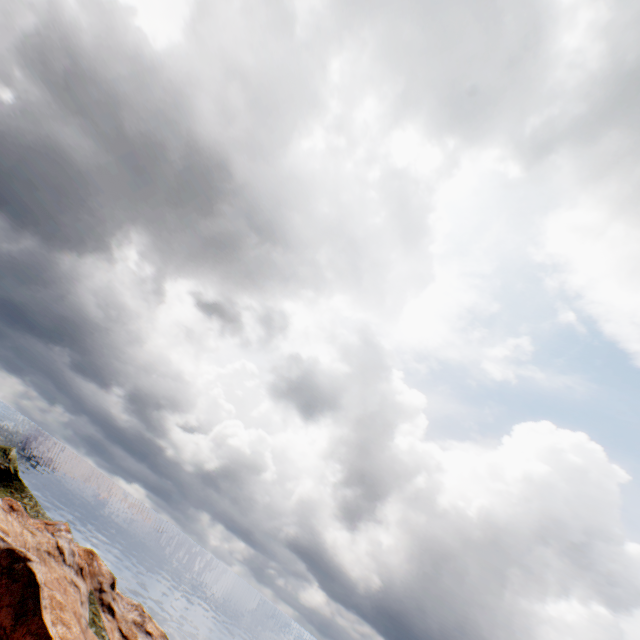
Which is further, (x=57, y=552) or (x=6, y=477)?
(x=6, y=477)
